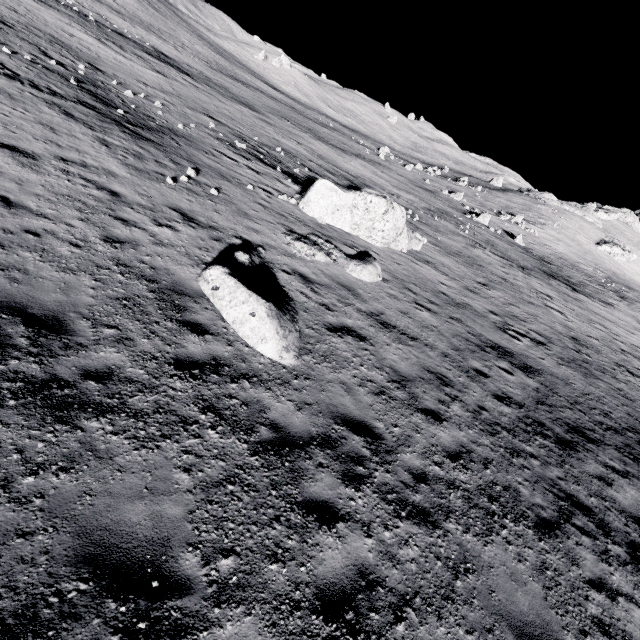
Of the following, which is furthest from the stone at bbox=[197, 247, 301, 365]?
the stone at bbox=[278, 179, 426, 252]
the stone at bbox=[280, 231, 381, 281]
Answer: the stone at bbox=[278, 179, 426, 252]

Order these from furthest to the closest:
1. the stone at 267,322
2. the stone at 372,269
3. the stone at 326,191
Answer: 1. the stone at 326,191
2. the stone at 372,269
3. the stone at 267,322

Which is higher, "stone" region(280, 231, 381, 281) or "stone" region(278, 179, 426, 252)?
"stone" region(278, 179, 426, 252)

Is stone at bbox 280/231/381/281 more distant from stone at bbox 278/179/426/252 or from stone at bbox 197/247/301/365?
stone at bbox 278/179/426/252

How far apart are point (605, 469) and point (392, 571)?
9.10m

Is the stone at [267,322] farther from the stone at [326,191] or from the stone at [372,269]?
the stone at [326,191]
